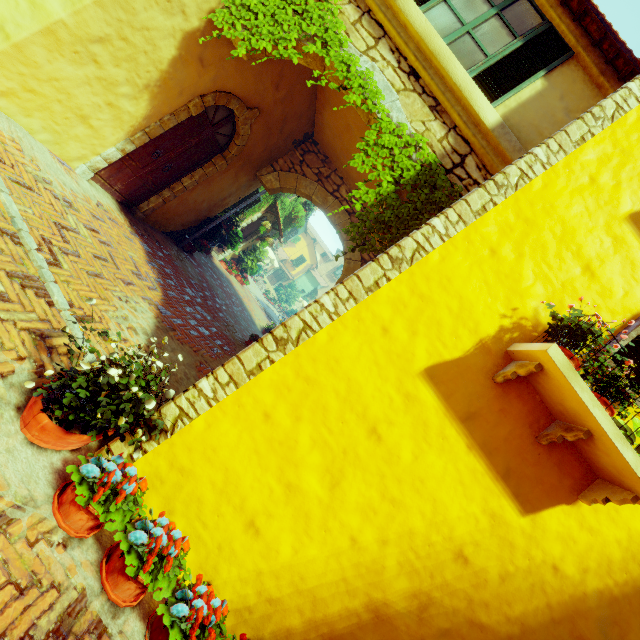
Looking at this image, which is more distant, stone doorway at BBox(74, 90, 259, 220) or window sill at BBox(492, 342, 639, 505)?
stone doorway at BBox(74, 90, 259, 220)

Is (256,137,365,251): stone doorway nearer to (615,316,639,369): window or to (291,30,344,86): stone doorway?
(291,30,344,86): stone doorway

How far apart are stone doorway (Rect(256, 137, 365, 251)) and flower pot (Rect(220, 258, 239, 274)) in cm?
669

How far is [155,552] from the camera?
2.2m

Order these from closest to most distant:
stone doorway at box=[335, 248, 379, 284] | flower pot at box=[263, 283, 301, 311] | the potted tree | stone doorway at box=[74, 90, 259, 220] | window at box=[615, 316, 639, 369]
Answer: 1. window at box=[615, 316, 639, 369]
2. stone doorway at box=[74, 90, 259, 220]
3. stone doorway at box=[335, 248, 379, 284]
4. the potted tree
5. flower pot at box=[263, 283, 301, 311]

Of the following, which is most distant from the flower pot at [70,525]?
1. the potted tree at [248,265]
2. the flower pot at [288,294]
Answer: the flower pot at [288,294]

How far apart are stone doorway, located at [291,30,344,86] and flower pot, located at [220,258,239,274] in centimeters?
1051cm

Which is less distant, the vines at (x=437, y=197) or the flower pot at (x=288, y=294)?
the vines at (x=437, y=197)
